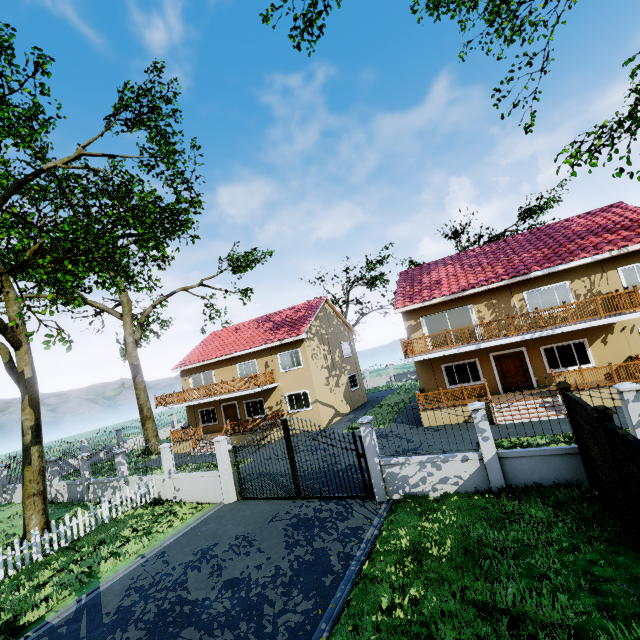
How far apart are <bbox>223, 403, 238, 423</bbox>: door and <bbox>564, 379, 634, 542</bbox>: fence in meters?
22.3 m

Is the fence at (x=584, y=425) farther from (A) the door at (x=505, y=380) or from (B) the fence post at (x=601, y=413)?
(A) the door at (x=505, y=380)

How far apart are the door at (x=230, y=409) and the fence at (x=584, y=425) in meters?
22.3

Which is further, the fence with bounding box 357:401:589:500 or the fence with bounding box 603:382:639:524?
the fence with bounding box 357:401:589:500

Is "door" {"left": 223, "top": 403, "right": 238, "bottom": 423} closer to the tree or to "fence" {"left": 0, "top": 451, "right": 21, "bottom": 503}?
the tree

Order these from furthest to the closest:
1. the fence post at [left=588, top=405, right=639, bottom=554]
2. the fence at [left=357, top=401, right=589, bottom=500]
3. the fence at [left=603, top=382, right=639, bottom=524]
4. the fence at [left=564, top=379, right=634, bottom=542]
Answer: the fence at [left=357, top=401, right=589, bottom=500] < the fence at [left=564, top=379, right=634, bottom=542] < the fence post at [left=588, top=405, right=639, bottom=554] < the fence at [left=603, top=382, right=639, bottom=524]

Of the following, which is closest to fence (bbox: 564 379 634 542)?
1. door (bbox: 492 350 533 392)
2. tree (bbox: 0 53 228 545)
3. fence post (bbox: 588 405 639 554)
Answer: fence post (bbox: 588 405 639 554)

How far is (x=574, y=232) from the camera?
18.2m
